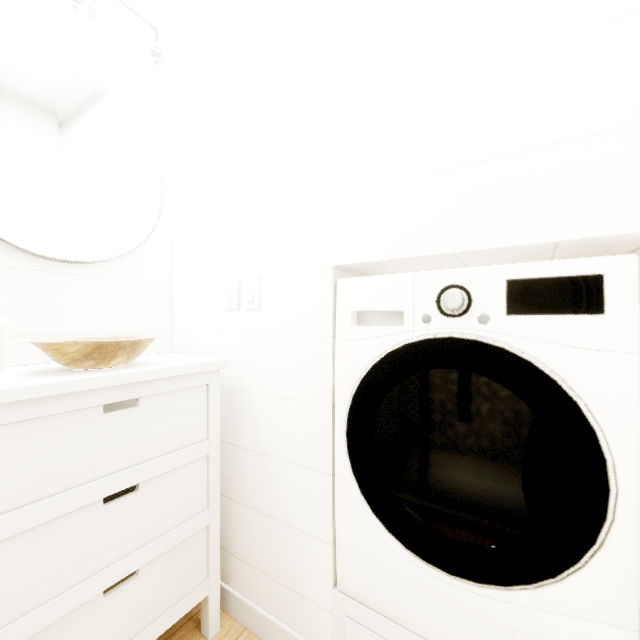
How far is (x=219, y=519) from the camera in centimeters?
119cm
